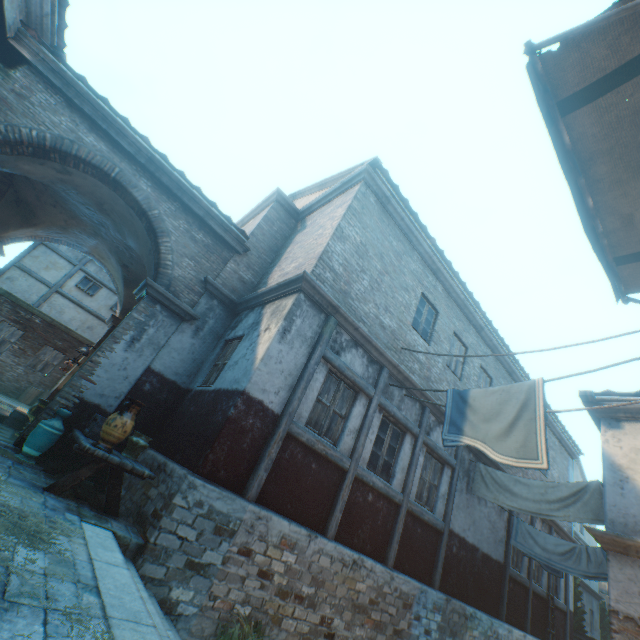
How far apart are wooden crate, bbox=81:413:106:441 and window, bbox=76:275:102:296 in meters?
14.6

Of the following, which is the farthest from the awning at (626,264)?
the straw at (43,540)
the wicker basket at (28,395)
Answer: the wicker basket at (28,395)

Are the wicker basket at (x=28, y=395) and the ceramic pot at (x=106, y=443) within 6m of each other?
no

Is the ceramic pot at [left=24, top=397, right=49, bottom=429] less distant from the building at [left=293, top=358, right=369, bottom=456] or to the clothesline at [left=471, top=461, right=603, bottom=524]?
the building at [left=293, top=358, right=369, bottom=456]

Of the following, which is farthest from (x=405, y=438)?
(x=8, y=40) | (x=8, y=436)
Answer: (x=8, y=40)

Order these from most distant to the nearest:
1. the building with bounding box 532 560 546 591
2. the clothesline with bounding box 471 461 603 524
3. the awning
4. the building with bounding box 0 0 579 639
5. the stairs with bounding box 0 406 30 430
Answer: the building with bounding box 532 560 546 591
the stairs with bounding box 0 406 30 430
the clothesline with bounding box 471 461 603 524
the building with bounding box 0 0 579 639
the awning

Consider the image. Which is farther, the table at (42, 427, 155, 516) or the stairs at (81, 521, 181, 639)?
the table at (42, 427, 155, 516)

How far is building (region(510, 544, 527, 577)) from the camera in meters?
10.9 m
